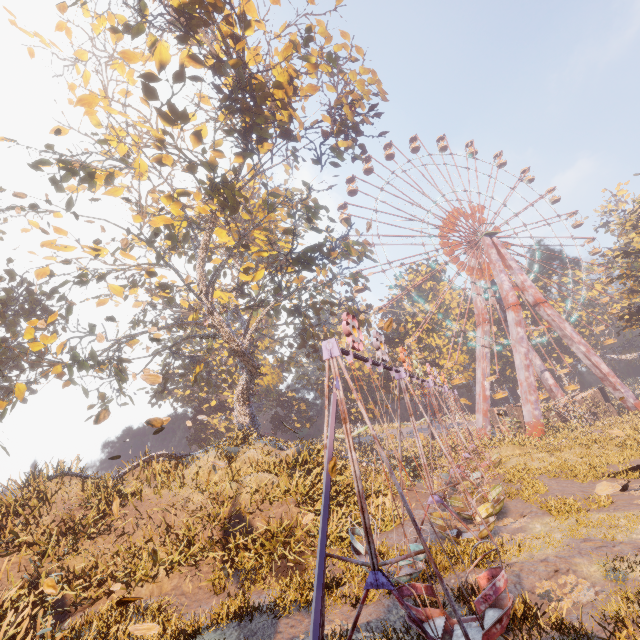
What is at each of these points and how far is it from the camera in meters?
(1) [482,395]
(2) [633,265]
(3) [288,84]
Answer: (1) metal support, 41.9
(2) tree, 34.3
(3) tree, 16.2

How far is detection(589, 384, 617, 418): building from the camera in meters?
38.4 m

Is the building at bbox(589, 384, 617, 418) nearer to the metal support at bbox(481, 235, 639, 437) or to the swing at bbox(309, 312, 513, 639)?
the metal support at bbox(481, 235, 639, 437)

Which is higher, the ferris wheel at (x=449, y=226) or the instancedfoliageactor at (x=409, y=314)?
the ferris wheel at (x=449, y=226)

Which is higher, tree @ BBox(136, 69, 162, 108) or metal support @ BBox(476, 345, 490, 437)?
tree @ BBox(136, 69, 162, 108)

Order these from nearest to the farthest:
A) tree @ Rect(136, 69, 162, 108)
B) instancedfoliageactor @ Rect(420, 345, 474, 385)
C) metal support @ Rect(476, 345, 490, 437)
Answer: tree @ Rect(136, 69, 162, 108) → metal support @ Rect(476, 345, 490, 437) → instancedfoliageactor @ Rect(420, 345, 474, 385)

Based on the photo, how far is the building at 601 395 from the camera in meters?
38.4 m

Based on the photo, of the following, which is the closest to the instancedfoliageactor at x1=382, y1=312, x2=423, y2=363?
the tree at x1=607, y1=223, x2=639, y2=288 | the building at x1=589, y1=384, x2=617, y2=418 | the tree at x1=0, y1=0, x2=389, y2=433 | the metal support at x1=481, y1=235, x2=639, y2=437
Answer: the building at x1=589, y1=384, x2=617, y2=418
